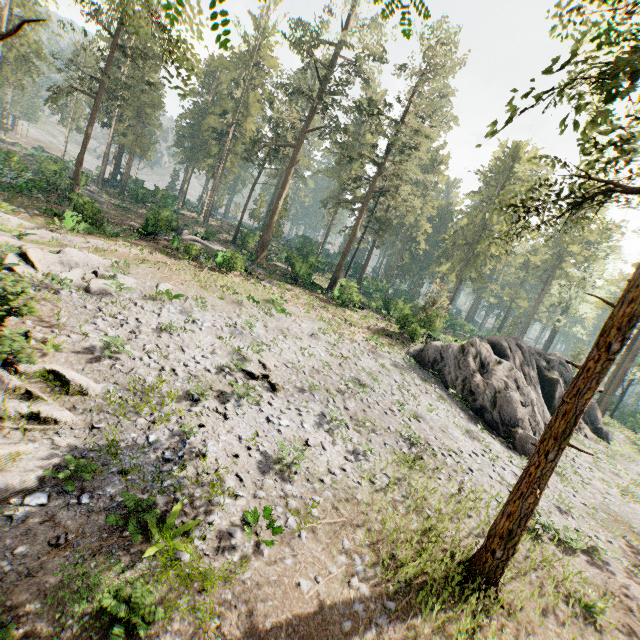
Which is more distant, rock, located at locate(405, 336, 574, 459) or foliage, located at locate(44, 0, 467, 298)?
foliage, located at locate(44, 0, 467, 298)

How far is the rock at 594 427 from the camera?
28.6m

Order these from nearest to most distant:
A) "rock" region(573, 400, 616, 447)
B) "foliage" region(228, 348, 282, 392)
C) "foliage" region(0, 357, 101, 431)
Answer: "foliage" region(0, 357, 101, 431) → "foliage" region(228, 348, 282, 392) → "rock" region(573, 400, 616, 447)

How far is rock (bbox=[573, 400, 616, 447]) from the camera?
28.6 meters

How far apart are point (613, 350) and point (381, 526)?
8.5m

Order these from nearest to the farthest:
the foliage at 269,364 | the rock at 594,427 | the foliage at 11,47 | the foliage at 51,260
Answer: the foliage at 269,364
the foliage at 51,260
the rock at 594,427
the foliage at 11,47

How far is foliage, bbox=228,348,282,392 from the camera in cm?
1512
